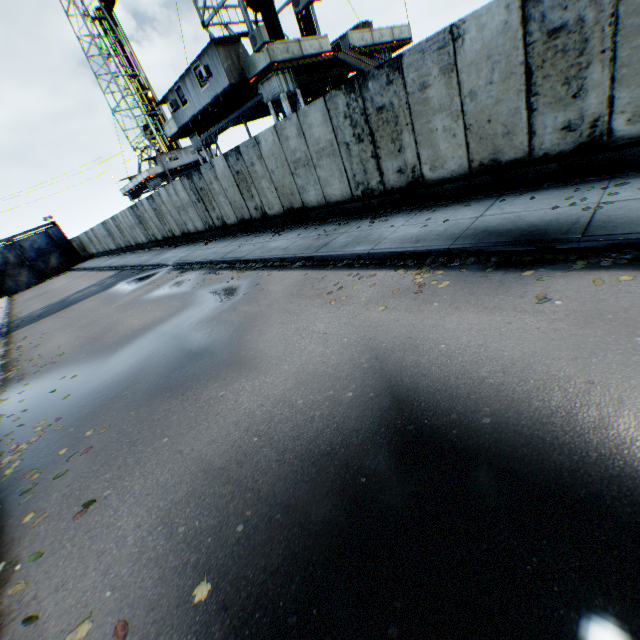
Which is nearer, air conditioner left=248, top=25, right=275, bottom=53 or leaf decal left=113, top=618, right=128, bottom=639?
leaf decal left=113, top=618, right=128, bottom=639

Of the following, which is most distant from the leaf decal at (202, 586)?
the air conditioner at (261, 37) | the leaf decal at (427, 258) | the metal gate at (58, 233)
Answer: the metal gate at (58, 233)

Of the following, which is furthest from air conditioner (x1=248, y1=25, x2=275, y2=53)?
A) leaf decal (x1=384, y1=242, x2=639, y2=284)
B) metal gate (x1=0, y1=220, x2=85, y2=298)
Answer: metal gate (x1=0, y1=220, x2=85, y2=298)

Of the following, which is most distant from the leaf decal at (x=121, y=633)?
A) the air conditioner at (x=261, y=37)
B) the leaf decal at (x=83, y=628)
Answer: the air conditioner at (x=261, y=37)

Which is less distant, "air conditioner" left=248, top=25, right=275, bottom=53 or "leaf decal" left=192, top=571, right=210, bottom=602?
"leaf decal" left=192, top=571, right=210, bottom=602

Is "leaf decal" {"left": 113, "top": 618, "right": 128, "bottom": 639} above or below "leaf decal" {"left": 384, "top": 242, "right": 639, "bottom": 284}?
below

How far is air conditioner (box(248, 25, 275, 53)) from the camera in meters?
12.7 m

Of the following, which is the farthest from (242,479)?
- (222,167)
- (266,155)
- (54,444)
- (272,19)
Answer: (272,19)
